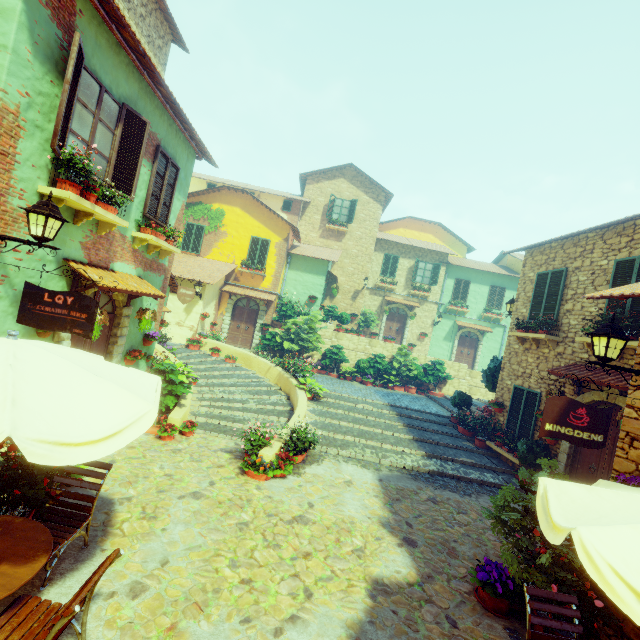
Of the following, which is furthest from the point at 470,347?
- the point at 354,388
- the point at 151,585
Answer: the point at 151,585

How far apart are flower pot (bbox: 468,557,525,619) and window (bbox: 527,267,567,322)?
7.1 meters

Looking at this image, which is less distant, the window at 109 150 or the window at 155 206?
the window at 109 150

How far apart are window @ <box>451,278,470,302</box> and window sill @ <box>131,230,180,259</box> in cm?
1978

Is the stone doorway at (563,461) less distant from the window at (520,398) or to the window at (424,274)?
the window at (520,398)

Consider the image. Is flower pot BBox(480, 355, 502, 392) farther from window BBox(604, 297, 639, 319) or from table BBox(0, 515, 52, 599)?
table BBox(0, 515, 52, 599)

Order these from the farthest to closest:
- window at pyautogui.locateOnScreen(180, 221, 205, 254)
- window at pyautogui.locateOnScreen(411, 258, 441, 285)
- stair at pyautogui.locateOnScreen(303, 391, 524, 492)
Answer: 1. window at pyautogui.locateOnScreen(411, 258, 441, 285)
2. window at pyautogui.locateOnScreen(180, 221, 205, 254)
3. stair at pyautogui.locateOnScreen(303, 391, 524, 492)

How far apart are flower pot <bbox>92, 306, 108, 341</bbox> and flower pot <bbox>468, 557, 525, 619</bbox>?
7.3m
